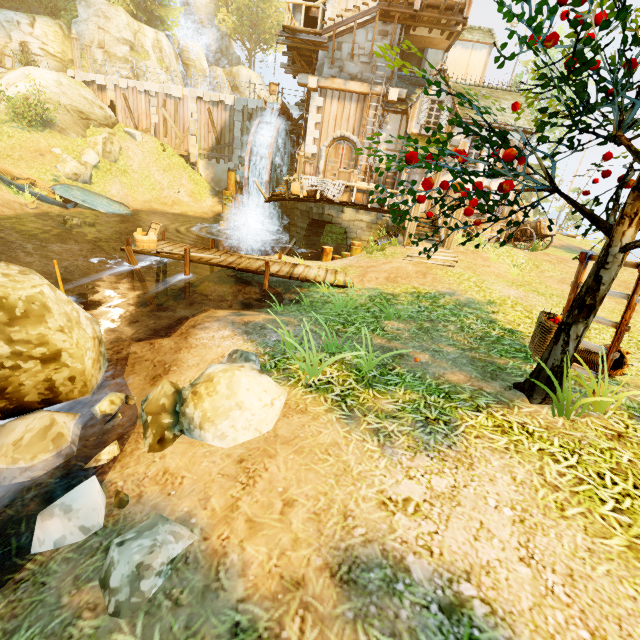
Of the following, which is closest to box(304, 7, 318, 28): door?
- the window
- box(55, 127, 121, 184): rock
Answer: the window

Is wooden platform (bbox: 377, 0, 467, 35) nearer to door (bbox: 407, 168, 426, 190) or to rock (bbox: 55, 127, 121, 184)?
door (bbox: 407, 168, 426, 190)

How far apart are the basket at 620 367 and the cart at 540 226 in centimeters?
1093cm

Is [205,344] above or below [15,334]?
below

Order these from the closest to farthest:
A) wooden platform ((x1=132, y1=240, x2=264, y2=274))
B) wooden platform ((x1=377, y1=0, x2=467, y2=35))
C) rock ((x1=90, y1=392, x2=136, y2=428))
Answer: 1. rock ((x1=90, y1=392, x2=136, y2=428))
2. wooden platform ((x1=132, y1=240, x2=264, y2=274))
3. wooden platform ((x1=377, y1=0, x2=467, y2=35))

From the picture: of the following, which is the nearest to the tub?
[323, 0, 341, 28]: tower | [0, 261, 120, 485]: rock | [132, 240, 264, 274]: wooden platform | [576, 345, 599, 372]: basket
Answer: [132, 240, 264, 274]: wooden platform

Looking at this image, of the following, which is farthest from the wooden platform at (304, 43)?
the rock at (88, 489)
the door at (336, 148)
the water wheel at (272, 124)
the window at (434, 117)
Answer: the rock at (88, 489)

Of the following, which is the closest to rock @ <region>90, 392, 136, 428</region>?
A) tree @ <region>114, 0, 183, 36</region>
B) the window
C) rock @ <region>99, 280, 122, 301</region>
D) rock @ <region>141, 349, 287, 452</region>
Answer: rock @ <region>141, 349, 287, 452</region>
